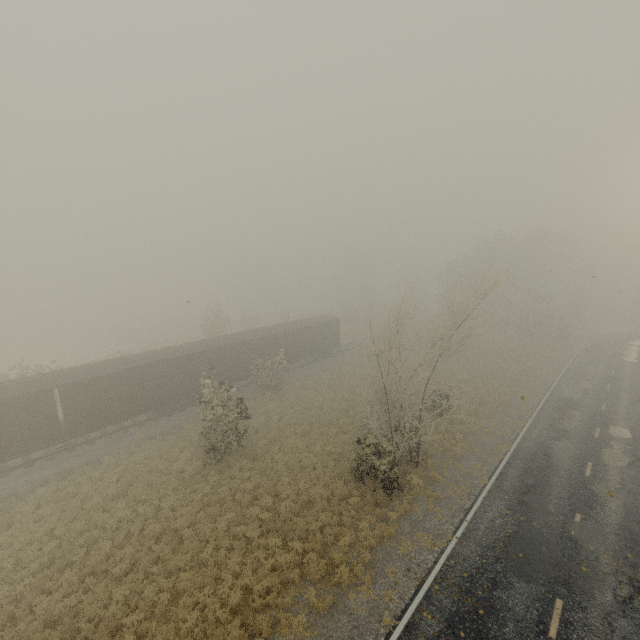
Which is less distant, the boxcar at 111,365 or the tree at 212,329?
the boxcar at 111,365

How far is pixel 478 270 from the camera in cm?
1507

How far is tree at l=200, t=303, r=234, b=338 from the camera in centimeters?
4047cm

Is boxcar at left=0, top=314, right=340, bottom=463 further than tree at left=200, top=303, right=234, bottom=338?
No

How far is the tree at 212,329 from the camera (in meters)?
40.47
